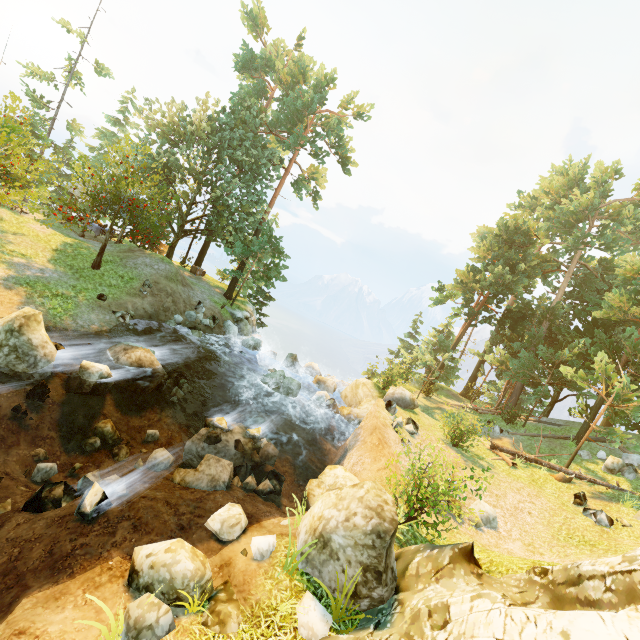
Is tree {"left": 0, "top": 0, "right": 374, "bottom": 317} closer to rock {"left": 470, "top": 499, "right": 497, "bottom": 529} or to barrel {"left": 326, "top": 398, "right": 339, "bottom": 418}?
rock {"left": 470, "top": 499, "right": 497, "bottom": 529}

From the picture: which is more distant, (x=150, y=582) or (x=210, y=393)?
(x=210, y=393)

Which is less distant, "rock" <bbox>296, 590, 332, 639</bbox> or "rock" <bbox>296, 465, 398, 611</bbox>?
"rock" <bbox>296, 590, 332, 639</bbox>

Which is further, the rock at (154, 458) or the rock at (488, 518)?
the rock at (488, 518)

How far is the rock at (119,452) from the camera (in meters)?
11.31

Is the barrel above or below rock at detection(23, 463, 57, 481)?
above

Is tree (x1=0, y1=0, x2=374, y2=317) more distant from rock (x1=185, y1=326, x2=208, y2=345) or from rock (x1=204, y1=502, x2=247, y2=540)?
rock (x1=204, y1=502, x2=247, y2=540)

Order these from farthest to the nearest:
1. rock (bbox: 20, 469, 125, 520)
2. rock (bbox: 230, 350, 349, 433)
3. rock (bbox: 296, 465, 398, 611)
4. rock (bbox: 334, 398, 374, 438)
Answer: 1. rock (bbox: 334, 398, 374, 438)
2. rock (bbox: 230, 350, 349, 433)
3. rock (bbox: 20, 469, 125, 520)
4. rock (bbox: 296, 465, 398, 611)
